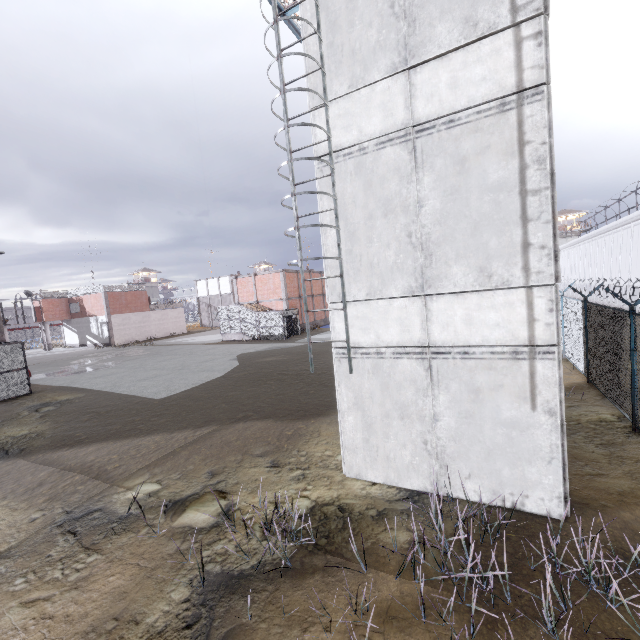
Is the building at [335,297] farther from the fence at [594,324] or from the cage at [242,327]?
the cage at [242,327]

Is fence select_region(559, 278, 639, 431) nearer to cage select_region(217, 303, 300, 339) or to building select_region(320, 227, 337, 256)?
building select_region(320, 227, 337, 256)

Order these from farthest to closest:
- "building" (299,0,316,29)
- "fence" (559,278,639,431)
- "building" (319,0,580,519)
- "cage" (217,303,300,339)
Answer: "cage" (217,303,300,339) < "fence" (559,278,639,431) < "building" (299,0,316,29) < "building" (319,0,580,519)

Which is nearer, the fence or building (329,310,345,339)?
building (329,310,345,339)

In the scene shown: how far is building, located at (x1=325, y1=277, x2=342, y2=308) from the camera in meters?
6.7

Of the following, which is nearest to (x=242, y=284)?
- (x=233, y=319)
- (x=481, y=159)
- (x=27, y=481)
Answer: (x=233, y=319)

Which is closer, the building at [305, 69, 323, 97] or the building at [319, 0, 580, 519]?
the building at [319, 0, 580, 519]

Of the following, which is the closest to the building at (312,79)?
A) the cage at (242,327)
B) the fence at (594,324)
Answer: the fence at (594,324)
